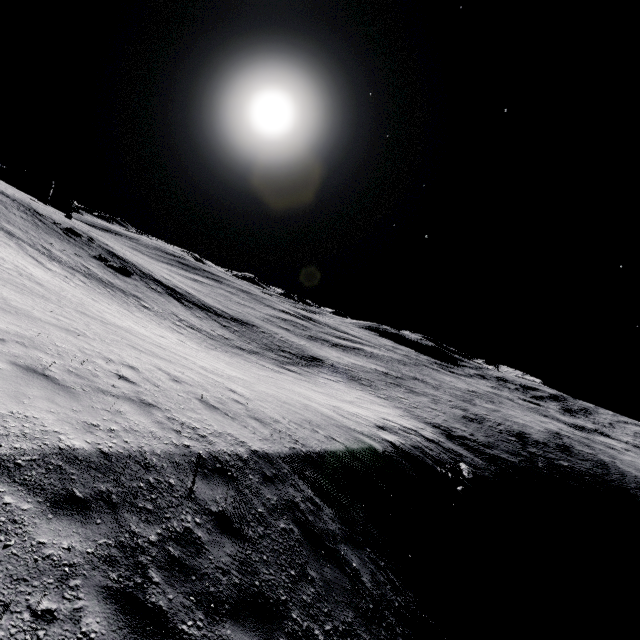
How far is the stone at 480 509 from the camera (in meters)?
16.42

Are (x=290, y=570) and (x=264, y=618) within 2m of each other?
yes

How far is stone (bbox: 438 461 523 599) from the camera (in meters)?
16.42
